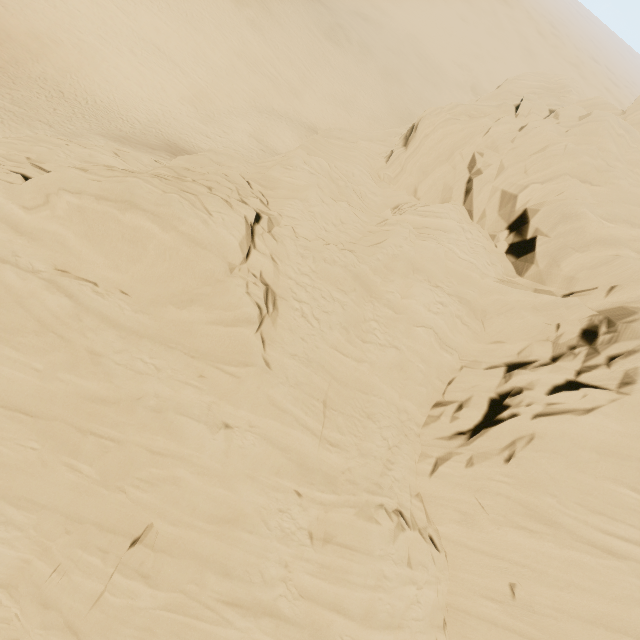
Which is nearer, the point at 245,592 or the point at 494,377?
the point at 245,592
